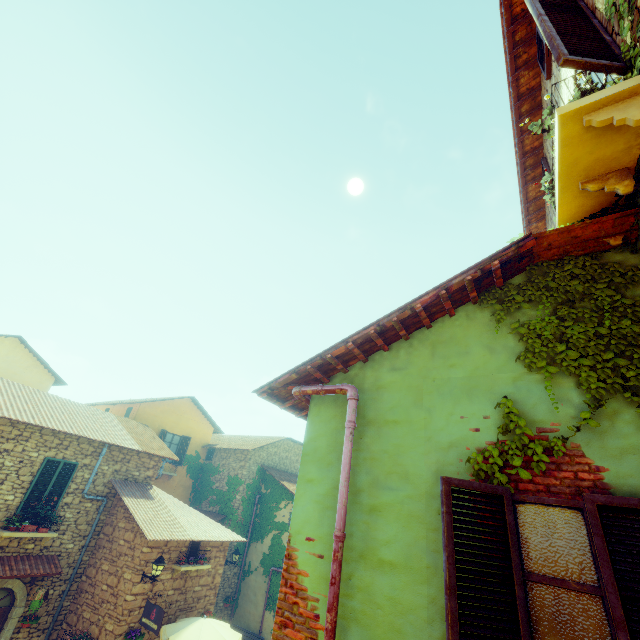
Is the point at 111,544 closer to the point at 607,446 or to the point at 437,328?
the point at 437,328

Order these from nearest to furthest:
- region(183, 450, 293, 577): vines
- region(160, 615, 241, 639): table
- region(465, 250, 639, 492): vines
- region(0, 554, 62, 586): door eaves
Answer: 1. region(465, 250, 639, 492): vines
2. region(0, 554, 62, 586): door eaves
3. region(160, 615, 241, 639): table
4. region(183, 450, 293, 577): vines

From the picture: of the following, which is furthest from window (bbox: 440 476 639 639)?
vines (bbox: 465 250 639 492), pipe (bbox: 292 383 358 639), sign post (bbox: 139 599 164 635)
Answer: sign post (bbox: 139 599 164 635)

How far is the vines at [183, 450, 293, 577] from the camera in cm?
1706

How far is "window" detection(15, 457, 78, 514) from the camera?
10.2 meters

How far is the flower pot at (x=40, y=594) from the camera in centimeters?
956cm

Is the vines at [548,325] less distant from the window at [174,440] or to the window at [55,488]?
the window at [55,488]

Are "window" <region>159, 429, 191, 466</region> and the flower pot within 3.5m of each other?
no
